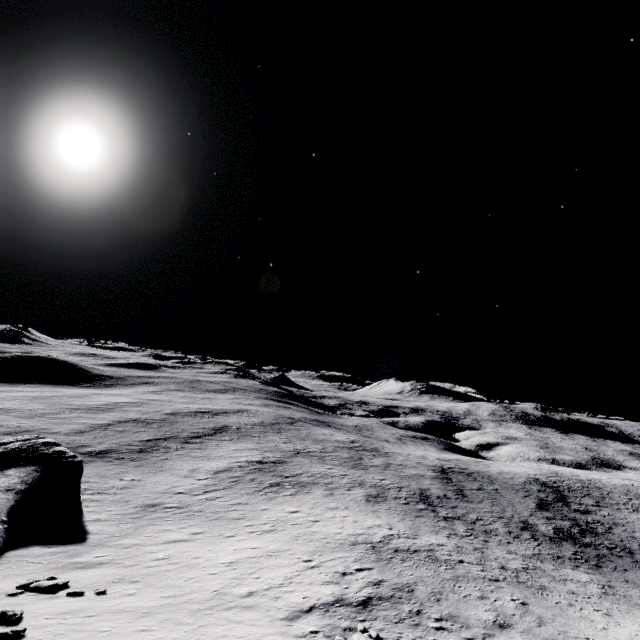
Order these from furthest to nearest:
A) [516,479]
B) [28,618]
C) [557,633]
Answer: [516,479], [557,633], [28,618]

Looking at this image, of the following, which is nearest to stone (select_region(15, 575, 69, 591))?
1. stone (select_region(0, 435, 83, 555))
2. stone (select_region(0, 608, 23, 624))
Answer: stone (select_region(0, 608, 23, 624))

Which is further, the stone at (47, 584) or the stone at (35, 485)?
the stone at (35, 485)

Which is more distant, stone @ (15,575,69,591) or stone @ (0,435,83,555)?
stone @ (0,435,83,555)

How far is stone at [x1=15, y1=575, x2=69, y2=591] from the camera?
14.9m

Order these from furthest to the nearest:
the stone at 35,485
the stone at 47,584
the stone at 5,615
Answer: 1. the stone at 35,485
2. the stone at 47,584
3. the stone at 5,615

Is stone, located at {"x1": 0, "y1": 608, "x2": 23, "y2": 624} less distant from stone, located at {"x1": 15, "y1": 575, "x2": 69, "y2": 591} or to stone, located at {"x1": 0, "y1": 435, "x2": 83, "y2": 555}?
stone, located at {"x1": 15, "y1": 575, "x2": 69, "y2": 591}
